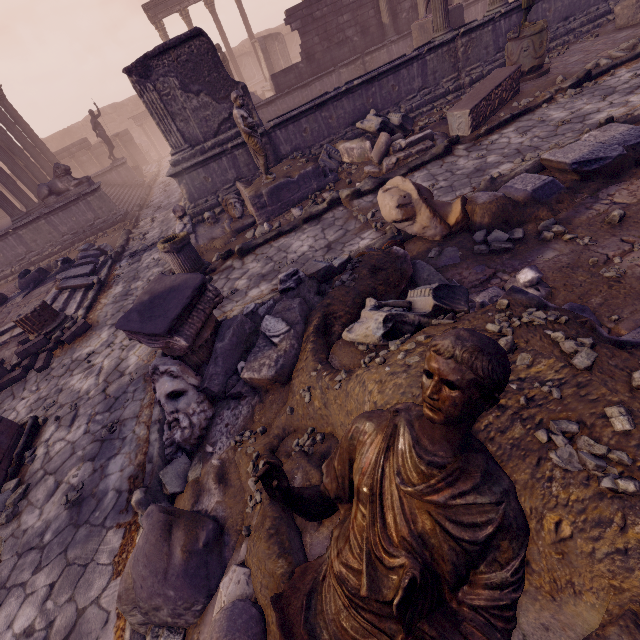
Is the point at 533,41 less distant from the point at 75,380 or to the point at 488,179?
the point at 488,179

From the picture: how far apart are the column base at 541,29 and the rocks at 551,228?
7.0 meters

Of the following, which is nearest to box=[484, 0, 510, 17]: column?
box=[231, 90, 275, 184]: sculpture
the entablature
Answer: box=[231, 90, 275, 184]: sculpture

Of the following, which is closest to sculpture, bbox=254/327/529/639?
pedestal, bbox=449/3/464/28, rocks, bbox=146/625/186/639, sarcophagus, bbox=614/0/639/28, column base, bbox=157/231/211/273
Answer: rocks, bbox=146/625/186/639

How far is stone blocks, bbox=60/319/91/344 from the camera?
6.77m

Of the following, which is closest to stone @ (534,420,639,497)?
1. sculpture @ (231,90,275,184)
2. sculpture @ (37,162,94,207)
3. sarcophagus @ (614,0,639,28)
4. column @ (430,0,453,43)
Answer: sculpture @ (231,90,275,184)

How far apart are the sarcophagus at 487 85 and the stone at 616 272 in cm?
548

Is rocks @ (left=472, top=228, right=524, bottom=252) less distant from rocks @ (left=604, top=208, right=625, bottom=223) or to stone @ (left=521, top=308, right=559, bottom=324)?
rocks @ (left=604, top=208, right=625, bottom=223)
